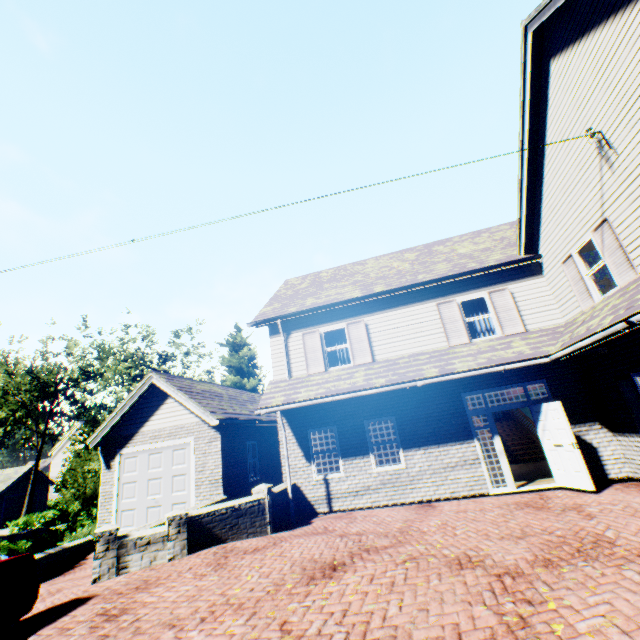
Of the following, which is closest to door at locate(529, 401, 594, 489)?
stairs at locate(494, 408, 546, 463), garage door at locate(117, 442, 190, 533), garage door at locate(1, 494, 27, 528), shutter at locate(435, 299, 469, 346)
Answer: stairs at locate(494, 408, 546, 463)

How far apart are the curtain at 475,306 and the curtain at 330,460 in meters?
3.2

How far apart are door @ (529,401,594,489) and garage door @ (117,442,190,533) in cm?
1167

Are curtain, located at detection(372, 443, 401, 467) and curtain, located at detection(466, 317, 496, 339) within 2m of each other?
no

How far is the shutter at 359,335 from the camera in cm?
1141

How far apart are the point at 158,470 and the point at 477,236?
17.60m

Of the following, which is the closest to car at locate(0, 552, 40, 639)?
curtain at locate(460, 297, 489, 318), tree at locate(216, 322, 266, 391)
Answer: tree at locate(216, 322, 266, 391)

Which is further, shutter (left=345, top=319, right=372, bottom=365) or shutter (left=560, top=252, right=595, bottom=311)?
shutter (left=345, top=319, right=372, bottom=365)
